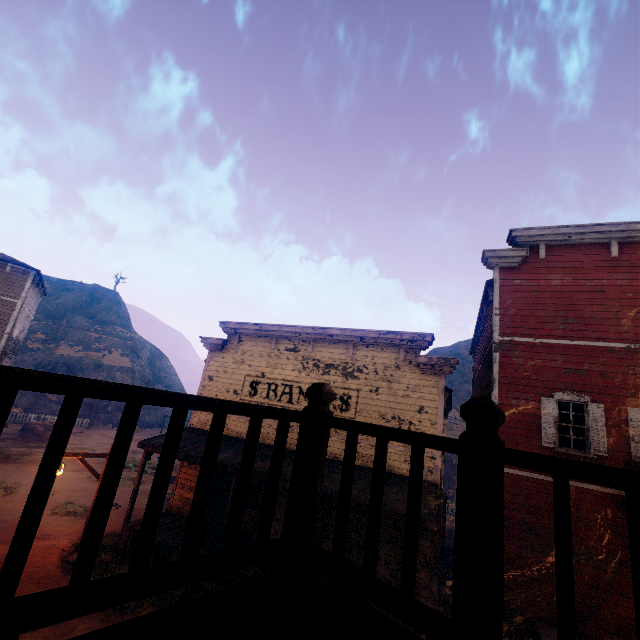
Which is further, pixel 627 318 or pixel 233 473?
pixel 233 473

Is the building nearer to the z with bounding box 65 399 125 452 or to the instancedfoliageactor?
the z with bounding box 65 399 125 452

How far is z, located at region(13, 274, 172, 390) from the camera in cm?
3878

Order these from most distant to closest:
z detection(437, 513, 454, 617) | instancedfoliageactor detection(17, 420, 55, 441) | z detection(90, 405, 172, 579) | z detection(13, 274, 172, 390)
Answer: z detection(13, 274, 172, 390) < instancedfoliageactor detection(17, 420, 55, 441) < z detection(437, 513, 454, 617) < z detection(90, 405, 172, 579)

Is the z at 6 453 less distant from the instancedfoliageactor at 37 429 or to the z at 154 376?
the instancedfoliageactor at 37 429

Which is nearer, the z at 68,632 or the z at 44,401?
the z at 68,632

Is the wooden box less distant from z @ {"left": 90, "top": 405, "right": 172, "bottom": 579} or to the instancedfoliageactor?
z @ {"left": 90, "top": 405, "right": 172, "bottom": 579}

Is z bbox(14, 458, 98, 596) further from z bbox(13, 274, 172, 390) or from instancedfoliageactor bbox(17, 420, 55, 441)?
z bbox(13, 274, 172, 390)
